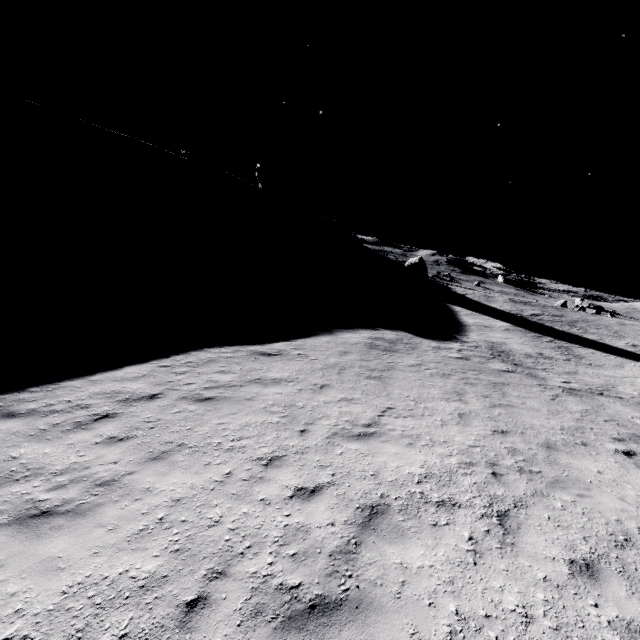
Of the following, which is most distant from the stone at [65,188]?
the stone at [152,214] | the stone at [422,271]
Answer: the stone at [422,271]

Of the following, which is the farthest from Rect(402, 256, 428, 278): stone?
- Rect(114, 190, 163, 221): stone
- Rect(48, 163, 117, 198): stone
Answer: Rect(48, 163, 117, 198): stone

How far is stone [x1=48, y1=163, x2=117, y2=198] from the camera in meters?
43.0

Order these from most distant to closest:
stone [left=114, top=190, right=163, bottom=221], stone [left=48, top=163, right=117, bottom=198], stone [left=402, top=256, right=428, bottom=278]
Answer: stone [left=402, top=256, right=428, bottom=278] < stone [left=114, top=190, right=163, bottom=221] < stone [left=48, top=163, right=117, bottom=198]

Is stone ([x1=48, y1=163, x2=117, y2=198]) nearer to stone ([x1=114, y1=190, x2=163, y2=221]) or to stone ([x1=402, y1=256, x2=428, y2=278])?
stone ([x1=114, y1=190, x2=163, y2=221])

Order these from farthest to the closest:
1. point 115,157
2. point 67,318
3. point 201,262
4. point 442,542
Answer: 1. point 115,157
2. point 201,262
3. point 67,318
4. point 442,542
